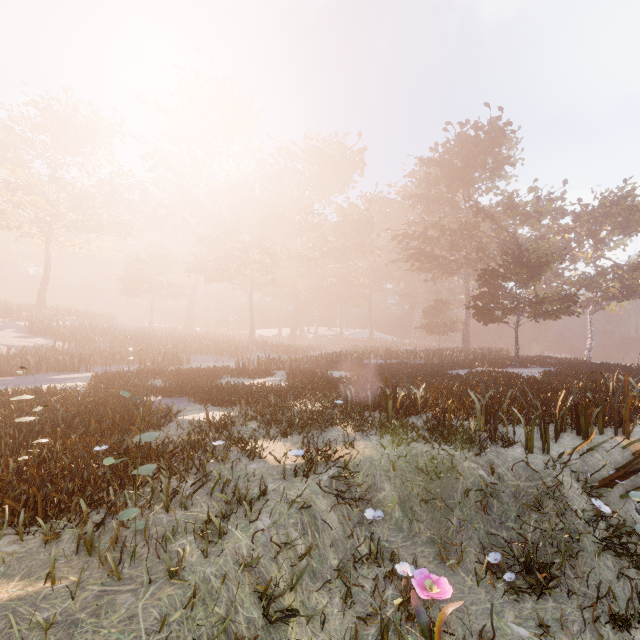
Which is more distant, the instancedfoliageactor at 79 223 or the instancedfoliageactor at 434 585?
the instancedfoliageactor at 79 223

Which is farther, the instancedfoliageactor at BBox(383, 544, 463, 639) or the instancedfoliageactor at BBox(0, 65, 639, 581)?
the instancedfoliageactor at BBox(0, 65, 639, 581)

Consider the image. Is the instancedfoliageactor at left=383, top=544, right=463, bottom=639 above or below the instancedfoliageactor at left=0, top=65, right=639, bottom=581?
below

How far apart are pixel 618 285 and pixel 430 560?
51.2m

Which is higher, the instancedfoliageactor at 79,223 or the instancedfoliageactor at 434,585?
the instancedfoliageactor at 79,223
